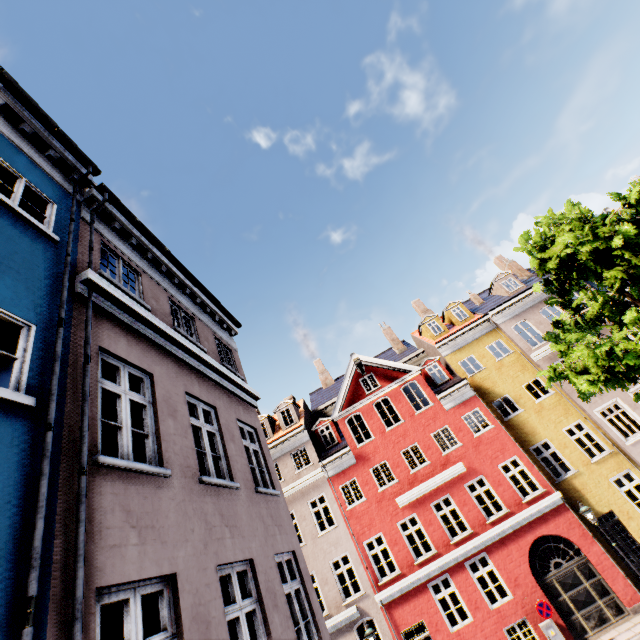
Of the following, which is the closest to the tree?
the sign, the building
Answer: the building

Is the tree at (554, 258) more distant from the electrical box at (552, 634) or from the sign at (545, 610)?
the electrical box at (552, 634)

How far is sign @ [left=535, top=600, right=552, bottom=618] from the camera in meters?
12.2

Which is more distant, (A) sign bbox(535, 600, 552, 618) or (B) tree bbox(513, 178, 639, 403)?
(A) sign bbox(535, 600, 552, 618)

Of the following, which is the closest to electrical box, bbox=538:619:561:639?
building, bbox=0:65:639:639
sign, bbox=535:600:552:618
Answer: building, bbox=0:65:639:639

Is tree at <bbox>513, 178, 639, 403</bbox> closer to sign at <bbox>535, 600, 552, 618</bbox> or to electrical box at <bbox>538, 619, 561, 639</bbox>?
sign at <bbox>535, 600, 552, 618</bbox>

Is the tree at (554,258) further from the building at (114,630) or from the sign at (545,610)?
the sign at (545,610)

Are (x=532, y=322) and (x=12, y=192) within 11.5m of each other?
no
